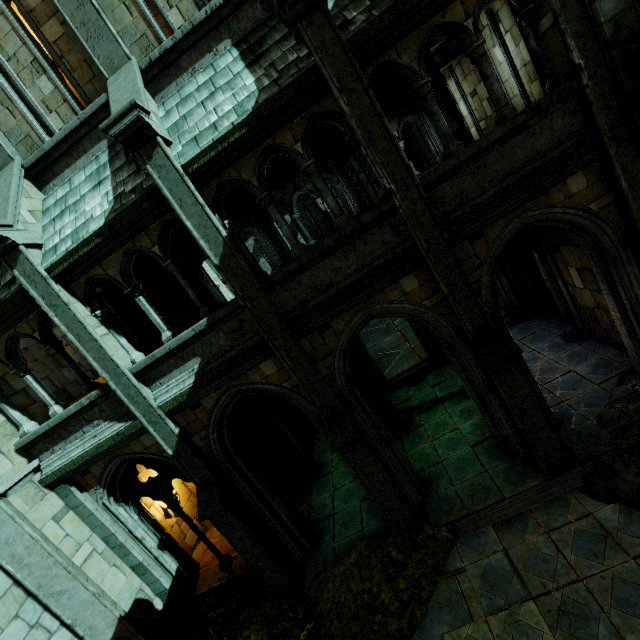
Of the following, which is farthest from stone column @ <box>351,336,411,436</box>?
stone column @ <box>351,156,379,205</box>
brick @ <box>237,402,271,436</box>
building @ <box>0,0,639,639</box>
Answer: stone column @ <box>351,156,379,205</box>

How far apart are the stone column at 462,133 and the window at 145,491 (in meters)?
11.82

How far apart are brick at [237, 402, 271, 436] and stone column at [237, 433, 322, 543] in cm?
173

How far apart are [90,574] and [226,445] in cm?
398

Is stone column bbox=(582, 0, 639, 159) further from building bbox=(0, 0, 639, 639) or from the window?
the window

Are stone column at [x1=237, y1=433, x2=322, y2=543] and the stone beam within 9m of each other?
no

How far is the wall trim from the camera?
7.7m

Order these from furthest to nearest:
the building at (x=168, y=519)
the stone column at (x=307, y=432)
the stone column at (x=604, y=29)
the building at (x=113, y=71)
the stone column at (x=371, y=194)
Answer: the stone column at (x=371, y=194)
the stone column at (x=307, y=432)
the building at (x=168, y=519)
the building at (x=113, y=71)
the stone column at (x=604, y=29)
